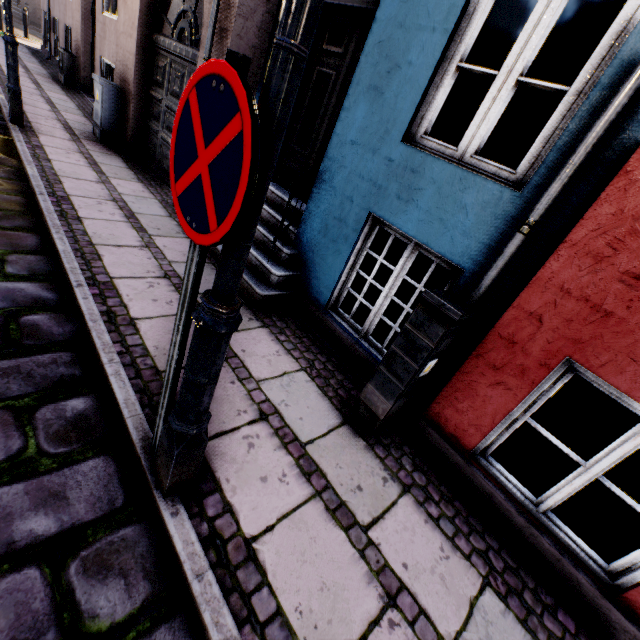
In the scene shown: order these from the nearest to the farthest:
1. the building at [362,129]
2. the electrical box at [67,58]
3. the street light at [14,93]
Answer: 1. the building at [362,129]
2. the street light at [14,93]
3. the electrical box at [67,58]

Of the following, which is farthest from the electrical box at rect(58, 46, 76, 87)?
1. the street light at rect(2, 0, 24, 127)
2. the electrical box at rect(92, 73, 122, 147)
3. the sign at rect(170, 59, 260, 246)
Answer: the sign at rect(170, 59, 260, 246)

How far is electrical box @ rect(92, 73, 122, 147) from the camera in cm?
595

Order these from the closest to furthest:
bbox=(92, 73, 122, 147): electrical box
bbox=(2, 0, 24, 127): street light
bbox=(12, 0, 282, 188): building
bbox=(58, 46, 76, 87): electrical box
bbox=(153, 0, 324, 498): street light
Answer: bbox=(153, 0, 324, 498): street light
bbox=(12, 0, 282, 188): building
bbox=(2, 0, 24, 127): street light
bbox=(92, 73, 122, 147): electrical box
bbox=(58, 46, 76, 87): electrical box

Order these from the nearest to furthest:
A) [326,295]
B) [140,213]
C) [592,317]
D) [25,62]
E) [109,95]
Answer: [592,317]
[326,295]
[140,213]
[109,95]
[25,62]

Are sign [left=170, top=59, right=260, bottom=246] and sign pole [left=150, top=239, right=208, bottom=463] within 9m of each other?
yes

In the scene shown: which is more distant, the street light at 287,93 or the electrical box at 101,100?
the electrical box at 101,100

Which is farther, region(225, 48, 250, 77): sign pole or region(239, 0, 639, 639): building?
region(239, 0, 639, 639): building
